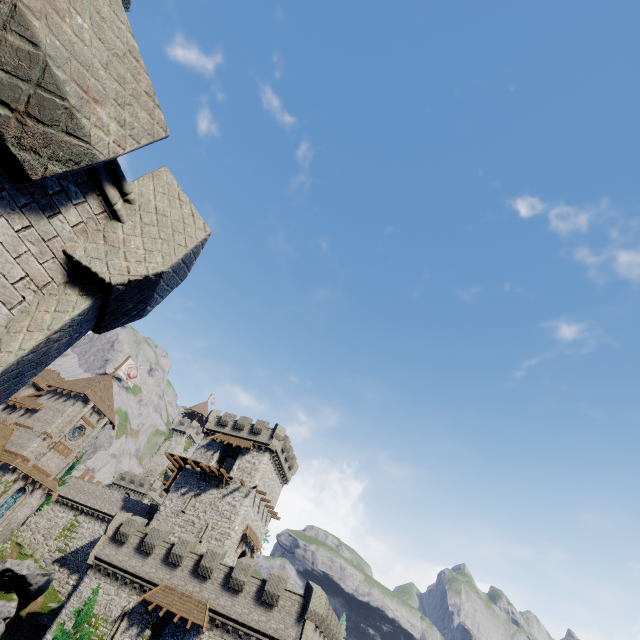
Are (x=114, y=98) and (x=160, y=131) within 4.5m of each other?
yes

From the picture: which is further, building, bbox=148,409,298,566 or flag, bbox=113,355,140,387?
flag, bbox=113,355,140,387

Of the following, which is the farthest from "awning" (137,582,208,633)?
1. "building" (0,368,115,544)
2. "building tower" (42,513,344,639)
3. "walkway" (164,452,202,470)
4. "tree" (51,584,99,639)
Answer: "building" (0,368,115,544)

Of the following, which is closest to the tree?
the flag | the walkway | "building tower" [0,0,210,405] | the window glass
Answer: the window glass

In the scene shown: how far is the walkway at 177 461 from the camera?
38.5 meters

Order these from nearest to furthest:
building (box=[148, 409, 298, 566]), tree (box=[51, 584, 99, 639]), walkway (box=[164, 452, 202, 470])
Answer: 1. tree (box=[51, 584, 99, 639])
2. building (box=[148, 409, 298, 566])
3. walkway (box=[164, 452, 202, 470])

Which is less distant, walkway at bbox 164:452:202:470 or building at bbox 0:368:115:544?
building at bbox 0:368:115:544

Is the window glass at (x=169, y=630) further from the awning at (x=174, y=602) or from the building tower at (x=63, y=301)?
the building tower at (x=63, y=301)
